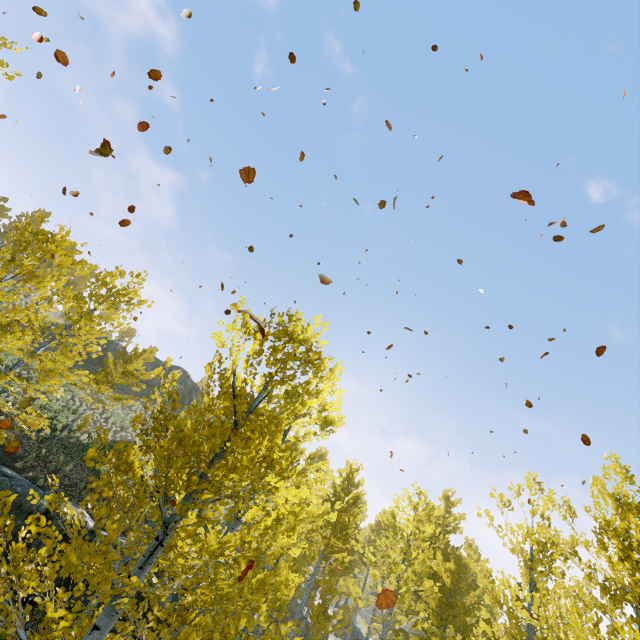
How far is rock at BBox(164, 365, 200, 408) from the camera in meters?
44.8 m

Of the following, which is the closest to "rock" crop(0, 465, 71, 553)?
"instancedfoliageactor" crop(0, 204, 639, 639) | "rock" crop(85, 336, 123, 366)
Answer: "instancedfoliageactor" crop(0, 204, 639, 639)

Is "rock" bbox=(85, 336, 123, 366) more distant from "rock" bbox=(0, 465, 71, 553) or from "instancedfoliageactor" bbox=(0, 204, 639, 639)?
"rock" bbox=(0, 465, 71, 553)

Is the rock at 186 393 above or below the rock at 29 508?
above

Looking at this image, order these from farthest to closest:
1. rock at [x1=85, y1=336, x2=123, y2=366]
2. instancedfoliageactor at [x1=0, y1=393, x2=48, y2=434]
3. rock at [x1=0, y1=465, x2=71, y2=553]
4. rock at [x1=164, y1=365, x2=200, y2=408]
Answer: rock at [x1=164, y1=365, x2=200, y2=408] → rock at [x1=85, y1=336, x2=123, y2=366] → rock at [x1=0, y1=465, x2=71, y2=553] → instancedfoliageactor at [x1=0, y1=393, x2=48, y2=434]

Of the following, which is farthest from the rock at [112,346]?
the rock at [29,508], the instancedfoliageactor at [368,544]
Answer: the rock at [29,508]

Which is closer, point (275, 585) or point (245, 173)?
point (245, 173)
